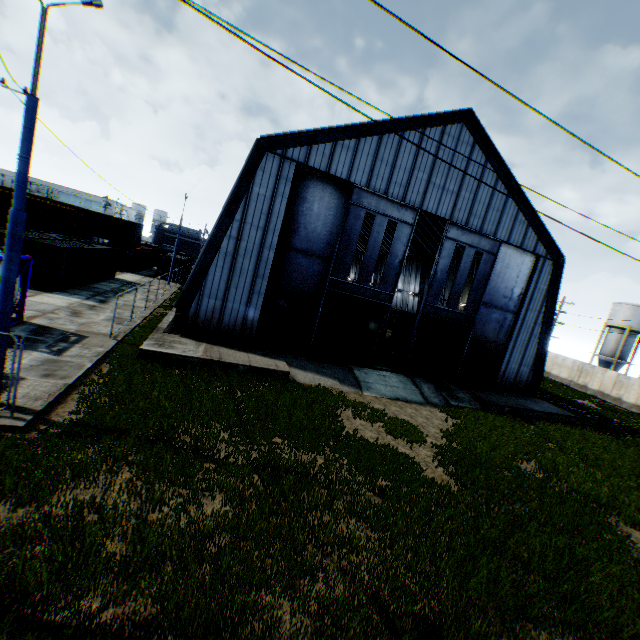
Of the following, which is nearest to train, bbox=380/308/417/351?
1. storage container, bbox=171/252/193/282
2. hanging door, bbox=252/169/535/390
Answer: hanging door, bbox=252/169/535/390

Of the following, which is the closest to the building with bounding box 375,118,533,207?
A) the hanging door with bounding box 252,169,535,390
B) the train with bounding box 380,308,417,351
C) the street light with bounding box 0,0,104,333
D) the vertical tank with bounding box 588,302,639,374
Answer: the hanging door with bounding box 252,169,535,390

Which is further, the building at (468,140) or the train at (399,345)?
the train at (399,345)

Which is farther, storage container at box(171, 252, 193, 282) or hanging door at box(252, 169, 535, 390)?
storage container at box(171, 252, 193, 282)

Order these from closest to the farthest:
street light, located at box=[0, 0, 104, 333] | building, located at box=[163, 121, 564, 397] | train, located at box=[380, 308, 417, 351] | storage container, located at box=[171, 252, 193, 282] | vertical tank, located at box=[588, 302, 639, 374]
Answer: street light, located at box=[0, 0, 104, 333] → building, located at box=[163, 121, 564, 397] → train, located at box=[380, 308, 417, 351] → storage container, located at box=[171, 252, 193, 282] → vertical tank, located at box=[588, 302, 639, 374]

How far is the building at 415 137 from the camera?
18.6 meters

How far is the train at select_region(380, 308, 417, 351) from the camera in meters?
30.2 m

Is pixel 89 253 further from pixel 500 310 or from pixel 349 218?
pixel 500 310
